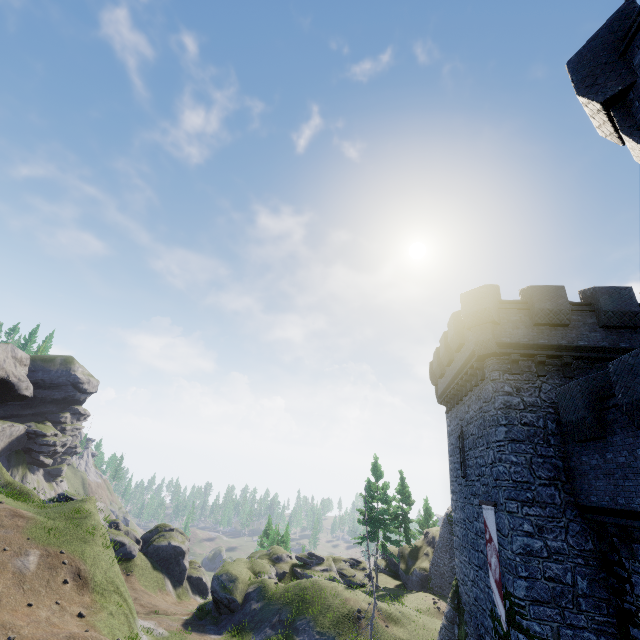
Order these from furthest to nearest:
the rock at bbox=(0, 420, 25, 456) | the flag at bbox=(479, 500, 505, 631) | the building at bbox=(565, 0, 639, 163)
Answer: the rock at bbox=(0, 420, 25, 456) < the flag at bbox=(479, 500, 505, 631) < the building at bbox=(565, 0, 639, 163)

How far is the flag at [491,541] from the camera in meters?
11.8

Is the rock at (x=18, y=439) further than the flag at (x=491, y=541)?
Yes

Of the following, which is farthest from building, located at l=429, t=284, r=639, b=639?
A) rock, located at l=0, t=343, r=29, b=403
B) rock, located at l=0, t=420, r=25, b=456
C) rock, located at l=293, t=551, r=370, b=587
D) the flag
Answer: rock, located at l=0, t=420, r=25, b=456

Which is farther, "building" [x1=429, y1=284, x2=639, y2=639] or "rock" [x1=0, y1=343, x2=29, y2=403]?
"rock" [x1=0, y1=343, x2=29, y2=403]

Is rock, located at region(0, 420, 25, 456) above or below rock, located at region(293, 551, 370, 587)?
above

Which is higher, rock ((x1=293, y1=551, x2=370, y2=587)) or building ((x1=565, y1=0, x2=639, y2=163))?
building ((x1=565, y1=0, x2=639, y2=163))

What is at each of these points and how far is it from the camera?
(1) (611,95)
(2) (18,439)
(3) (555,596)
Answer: (1) building, 6.0 meters
(2) rock, 59.4 meters
(3) building, 10.4 meters
